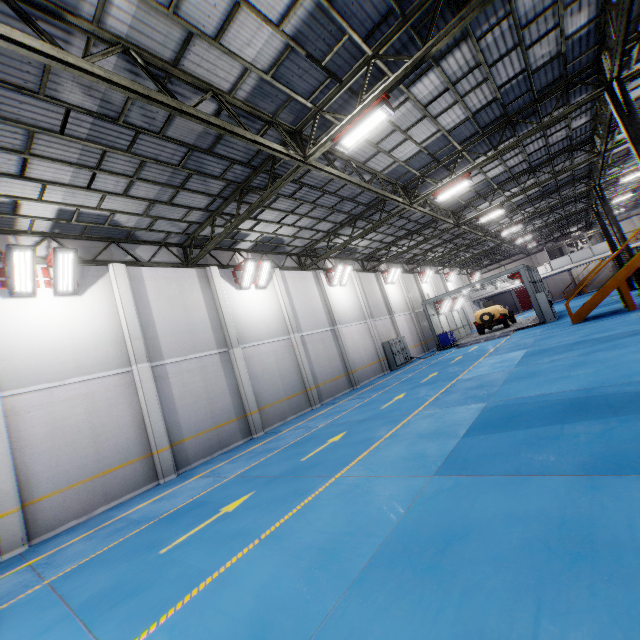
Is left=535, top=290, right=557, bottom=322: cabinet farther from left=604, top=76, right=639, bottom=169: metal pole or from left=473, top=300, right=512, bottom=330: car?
left=604, top=76, right=639, bottom=169: metal pole

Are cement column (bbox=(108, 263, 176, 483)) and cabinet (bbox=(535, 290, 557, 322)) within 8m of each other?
no

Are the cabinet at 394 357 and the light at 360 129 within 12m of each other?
no

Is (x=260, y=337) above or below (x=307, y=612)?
above

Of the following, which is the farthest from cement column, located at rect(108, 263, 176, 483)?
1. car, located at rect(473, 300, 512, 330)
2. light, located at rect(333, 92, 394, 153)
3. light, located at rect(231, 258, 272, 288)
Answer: car, located at rect(473, 300, 512, 330)

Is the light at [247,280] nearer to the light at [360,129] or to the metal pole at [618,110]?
the light at [360,129]

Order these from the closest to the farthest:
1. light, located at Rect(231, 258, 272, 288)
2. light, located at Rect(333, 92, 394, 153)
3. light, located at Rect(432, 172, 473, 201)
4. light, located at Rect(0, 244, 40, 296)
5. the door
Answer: light, located at Rect(333, 92, 394, 153)
light, located at Rect(0, 244, 40, 296)
light, located at Rect(432, 172, 473, 201)
light, located at Rect(231, 258, 272, 288)
the door

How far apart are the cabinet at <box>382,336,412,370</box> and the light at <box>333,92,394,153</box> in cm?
1666
